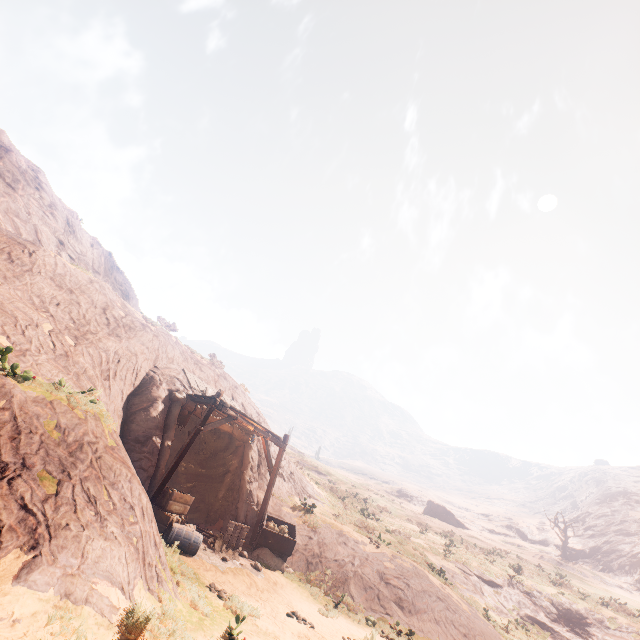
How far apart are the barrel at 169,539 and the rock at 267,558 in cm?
315

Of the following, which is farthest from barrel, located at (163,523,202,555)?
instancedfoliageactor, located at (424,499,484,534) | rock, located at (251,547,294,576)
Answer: instancedfoliageactor, located at (424,499,484,534)

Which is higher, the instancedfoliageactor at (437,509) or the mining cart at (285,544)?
the instancedfoliageactor at (437,509)

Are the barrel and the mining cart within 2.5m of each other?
no

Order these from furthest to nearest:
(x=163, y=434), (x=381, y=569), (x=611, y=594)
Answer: (x=611, y=594) < (x=381, y=569) < (x=163, y=434)

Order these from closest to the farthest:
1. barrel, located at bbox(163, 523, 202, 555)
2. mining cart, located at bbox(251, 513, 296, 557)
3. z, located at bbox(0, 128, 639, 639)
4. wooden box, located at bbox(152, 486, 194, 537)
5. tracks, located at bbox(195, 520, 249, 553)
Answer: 1. z, located at bbox(0, 128, 639, 639)
2. barrel, located at bbox(163, 523, 202, 555)
3. wooden box, located at bbox(152, 486, 194, 537)
4. tracks, located at bbox(195, 520, 249, 553)
5. mining cart, located at bbox(251, 513, 296, 557)

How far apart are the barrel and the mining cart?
3.4 meters

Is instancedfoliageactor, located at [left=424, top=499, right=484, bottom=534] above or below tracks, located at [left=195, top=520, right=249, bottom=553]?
above
